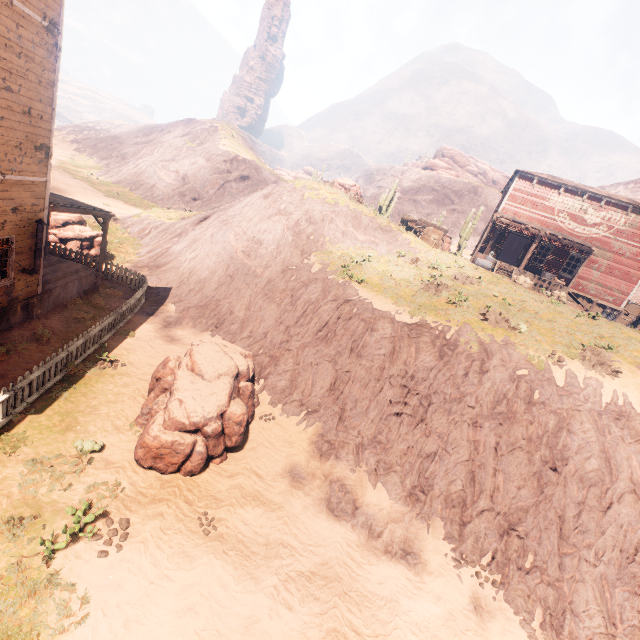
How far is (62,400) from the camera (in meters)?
8.88

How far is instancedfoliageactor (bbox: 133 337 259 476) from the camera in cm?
780

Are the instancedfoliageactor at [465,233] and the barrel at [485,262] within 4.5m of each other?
no

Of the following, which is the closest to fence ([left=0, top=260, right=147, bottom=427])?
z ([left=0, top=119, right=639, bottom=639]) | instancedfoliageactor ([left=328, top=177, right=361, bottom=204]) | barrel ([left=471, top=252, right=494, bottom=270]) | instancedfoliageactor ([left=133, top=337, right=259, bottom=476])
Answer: z ([left=0, top=119, right=639, bottom=639])

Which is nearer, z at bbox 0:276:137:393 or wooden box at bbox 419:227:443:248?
z at bbox 0:276:137:393

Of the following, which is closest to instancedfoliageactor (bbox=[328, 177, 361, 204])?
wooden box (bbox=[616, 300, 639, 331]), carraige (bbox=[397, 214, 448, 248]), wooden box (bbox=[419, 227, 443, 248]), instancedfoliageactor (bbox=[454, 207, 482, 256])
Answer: carraige (bbox=[397, 214, 448, 248])

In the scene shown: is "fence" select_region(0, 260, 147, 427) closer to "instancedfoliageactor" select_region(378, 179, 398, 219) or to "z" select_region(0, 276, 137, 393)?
"z" select_region(0, 276, 137, 393)

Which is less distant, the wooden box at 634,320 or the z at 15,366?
the z at 15,366
